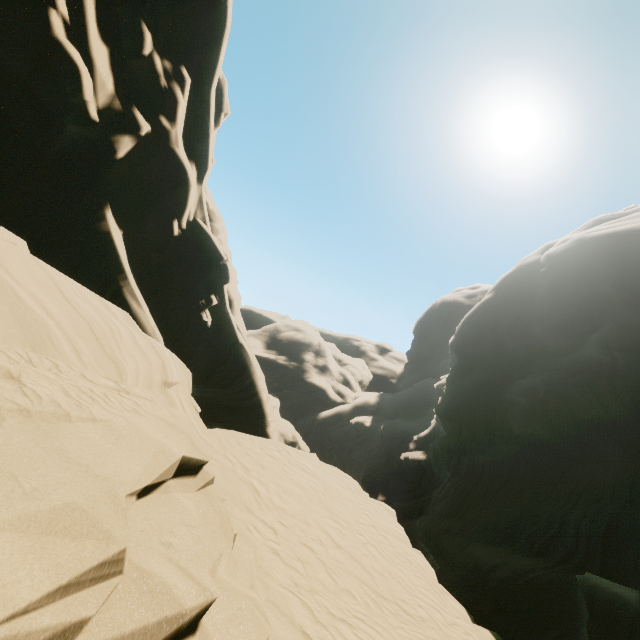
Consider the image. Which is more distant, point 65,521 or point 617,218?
point 617,218
